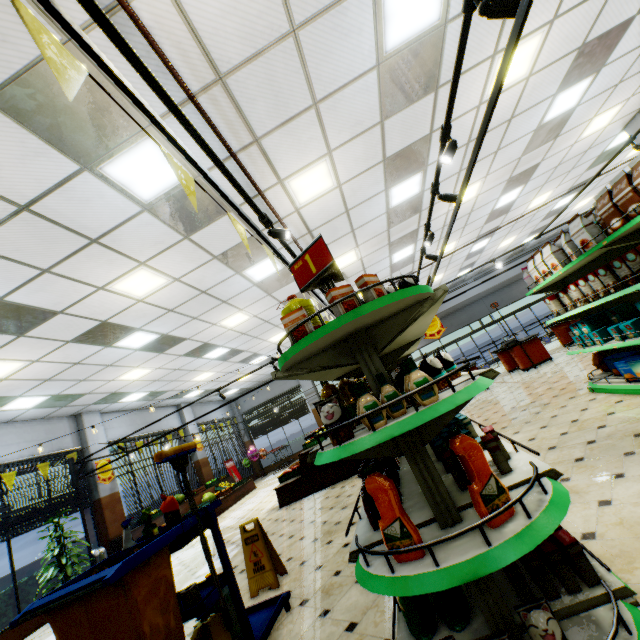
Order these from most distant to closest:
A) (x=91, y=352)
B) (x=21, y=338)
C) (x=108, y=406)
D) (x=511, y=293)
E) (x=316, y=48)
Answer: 1. (x=511, y=293)
2. (x=108, y=406)
3. (x=91, y=352)
4. (x=21, y=338)
5. (x=316, y=48)

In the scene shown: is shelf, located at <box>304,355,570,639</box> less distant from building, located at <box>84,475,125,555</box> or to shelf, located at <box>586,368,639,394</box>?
building, located at <box>84,475,125,555</box>

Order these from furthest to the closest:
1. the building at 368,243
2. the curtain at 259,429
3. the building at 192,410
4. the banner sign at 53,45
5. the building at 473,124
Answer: the curtain at 259,429 < the building at 192,410 < the building at 473,124 < the building at 368,243 < the banner sign at 53,45

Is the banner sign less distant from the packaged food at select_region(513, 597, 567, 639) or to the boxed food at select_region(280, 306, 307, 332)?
the boxed food at select_region(280, 306, 307, 332)

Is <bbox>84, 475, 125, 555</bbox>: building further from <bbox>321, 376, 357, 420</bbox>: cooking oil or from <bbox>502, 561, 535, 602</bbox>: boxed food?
<bbox>321, 376, 357, 420</bbox>: cooking oil

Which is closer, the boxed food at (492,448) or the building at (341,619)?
the boxed food at (492,448)

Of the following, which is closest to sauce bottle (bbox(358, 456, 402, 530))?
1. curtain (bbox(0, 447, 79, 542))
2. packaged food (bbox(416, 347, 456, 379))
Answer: packaged food (bbox(416, 347, 456, 379))

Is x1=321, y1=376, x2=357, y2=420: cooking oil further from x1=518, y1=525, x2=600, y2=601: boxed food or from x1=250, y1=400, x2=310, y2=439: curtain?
x1=250, y1=400, x2=310, y2=439: curtain
